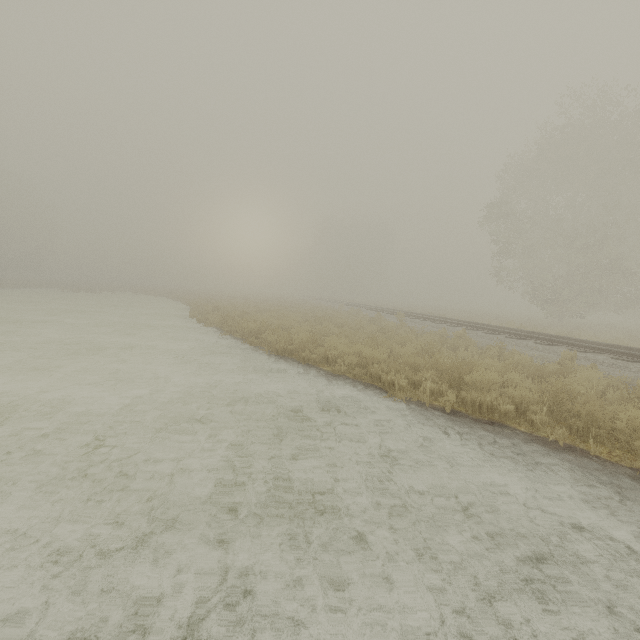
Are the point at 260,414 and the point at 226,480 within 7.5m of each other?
yes
